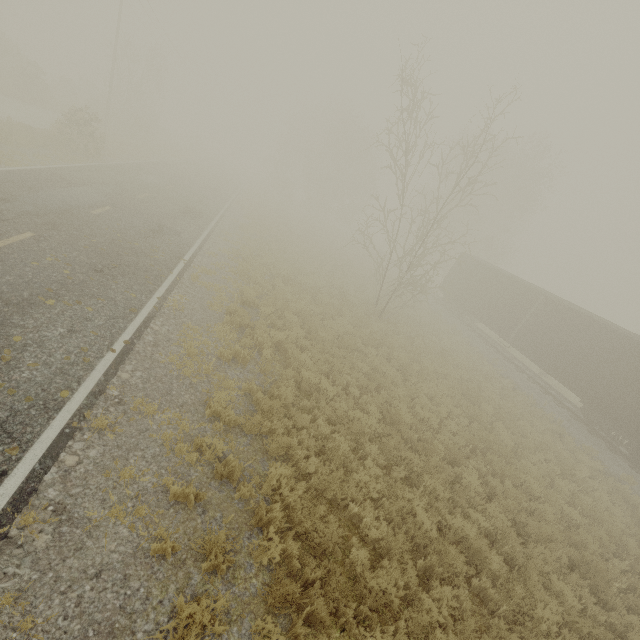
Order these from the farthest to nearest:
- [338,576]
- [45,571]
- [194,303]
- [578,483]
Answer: [578,483], [194,303], [338,576], [45,571]
